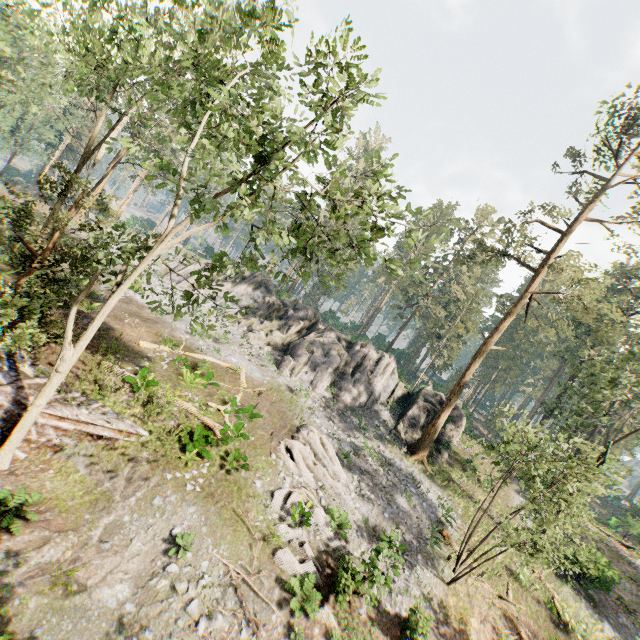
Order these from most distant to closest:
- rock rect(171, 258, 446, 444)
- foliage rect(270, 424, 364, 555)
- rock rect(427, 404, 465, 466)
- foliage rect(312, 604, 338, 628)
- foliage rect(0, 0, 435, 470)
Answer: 1. rock rect(171, 258, 446, 444)
2. rock rect(427, 404, 465, 466)
3. foliage rect(270, 424, 364, 555)
4. foliage rect(312, 604, 338, 628)
5. foliage rect(0, 0, 435, 470)

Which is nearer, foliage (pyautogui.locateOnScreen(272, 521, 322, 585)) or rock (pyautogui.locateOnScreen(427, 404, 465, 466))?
foliage (pyautogui.locateOnScreen(272, 521, 322, 585))

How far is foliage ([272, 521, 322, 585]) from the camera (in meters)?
12.69

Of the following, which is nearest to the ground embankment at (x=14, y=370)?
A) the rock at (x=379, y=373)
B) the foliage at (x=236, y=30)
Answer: the foliage at (x=236, y=30)

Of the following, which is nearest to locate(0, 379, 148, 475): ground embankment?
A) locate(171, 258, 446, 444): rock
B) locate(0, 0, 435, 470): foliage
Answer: locate(0, 0, 435, 470): foliage

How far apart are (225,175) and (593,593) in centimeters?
3530cm

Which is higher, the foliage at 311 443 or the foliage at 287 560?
the foliage at 311 443
